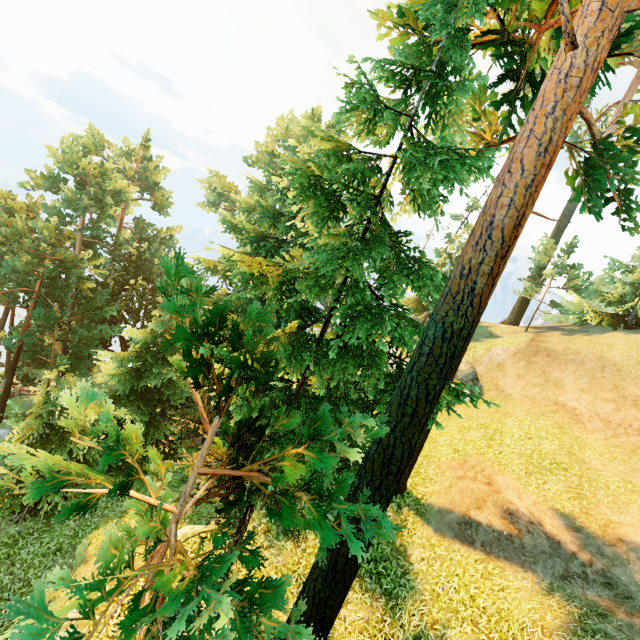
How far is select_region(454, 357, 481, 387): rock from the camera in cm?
2116

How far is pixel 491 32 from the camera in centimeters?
841cm

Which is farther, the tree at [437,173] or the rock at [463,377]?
the rock at [463,377]

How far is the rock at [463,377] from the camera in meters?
21.2

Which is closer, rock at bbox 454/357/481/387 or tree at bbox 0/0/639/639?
tree at bbox 0/0/639/639
